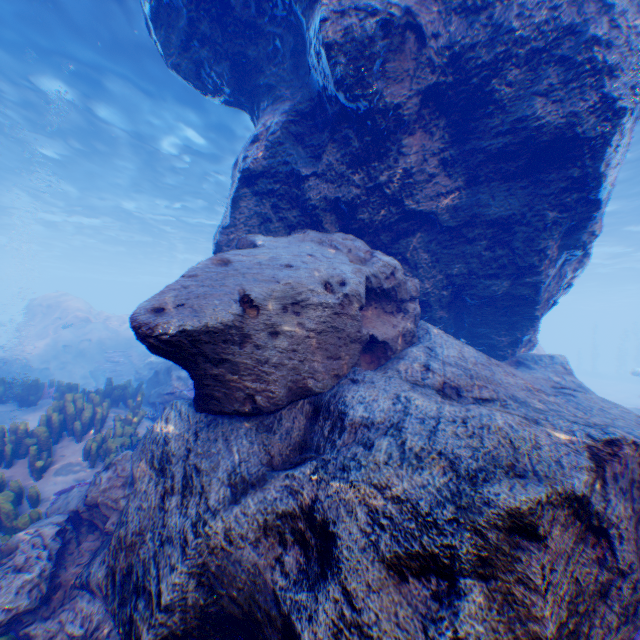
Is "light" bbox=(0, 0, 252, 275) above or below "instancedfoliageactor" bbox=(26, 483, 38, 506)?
above

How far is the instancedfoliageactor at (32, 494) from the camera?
5.0m

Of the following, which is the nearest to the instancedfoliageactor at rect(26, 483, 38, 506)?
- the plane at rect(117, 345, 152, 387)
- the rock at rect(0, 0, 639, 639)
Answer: the rock at rect(0, 0, 639, 639)

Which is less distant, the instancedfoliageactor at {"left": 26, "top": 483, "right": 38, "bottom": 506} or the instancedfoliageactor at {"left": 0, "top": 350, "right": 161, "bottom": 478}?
the instancedfoliageactor at {"left": 26, "top": 483, "right": 38, "bottom": 506}

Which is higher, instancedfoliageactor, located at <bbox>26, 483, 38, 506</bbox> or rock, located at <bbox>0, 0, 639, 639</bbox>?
rock, located at <bbox>0, 0, 639, 639</bbox>

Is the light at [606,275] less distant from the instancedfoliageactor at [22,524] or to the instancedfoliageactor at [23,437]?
the instancedfoliageactor at [22,524]

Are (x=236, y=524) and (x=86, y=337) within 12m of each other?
no

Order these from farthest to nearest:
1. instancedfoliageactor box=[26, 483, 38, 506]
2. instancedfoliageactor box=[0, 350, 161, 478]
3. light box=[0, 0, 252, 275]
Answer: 1. light box=[0, 0, 252, 275]
2. instancedfoliageactor box=[0, 350, 161, 478]
3. instancedfoliageactor box=[26, 483, 38, 506]
